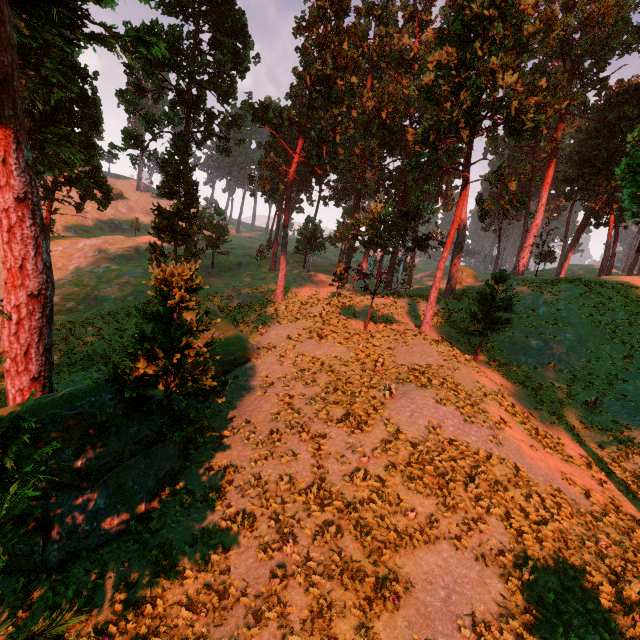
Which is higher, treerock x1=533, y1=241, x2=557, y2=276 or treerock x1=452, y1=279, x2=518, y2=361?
treerock x1=533, y1=241, x2=557, y2=276

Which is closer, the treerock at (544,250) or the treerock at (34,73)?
the treerock at (34,73)

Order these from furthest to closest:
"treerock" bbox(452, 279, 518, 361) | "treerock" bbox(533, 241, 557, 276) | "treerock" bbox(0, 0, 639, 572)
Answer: "treerock" bbox(533, 241, 557, 276)
"treerock" bbox(452, 279, 518, 361)
"treerock" bbox(0, 0, 639, 572)

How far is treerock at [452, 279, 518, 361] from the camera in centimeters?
2006cm

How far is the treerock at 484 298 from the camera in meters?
20.1 m

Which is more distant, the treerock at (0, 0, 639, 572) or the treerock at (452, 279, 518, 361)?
the treerock at (452, 279, 518, 361)

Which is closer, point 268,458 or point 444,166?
point 268,458
